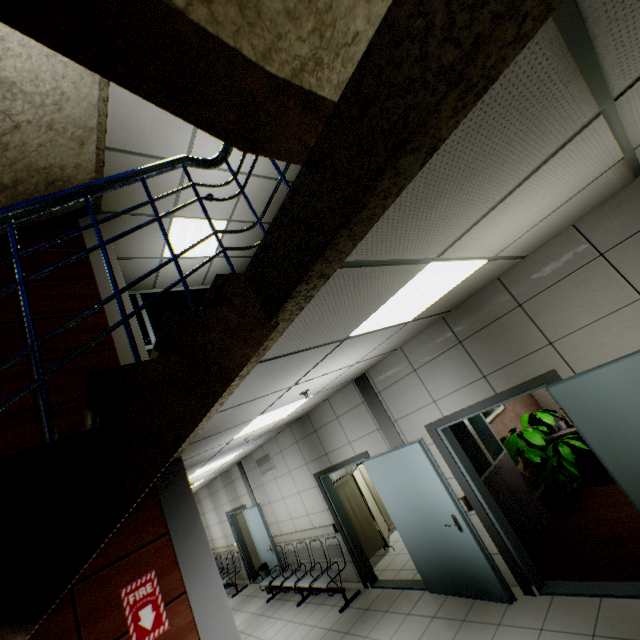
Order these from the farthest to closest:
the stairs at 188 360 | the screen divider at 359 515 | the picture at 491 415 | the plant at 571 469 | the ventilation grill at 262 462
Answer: the ventilation grill at 262 462 < the screen divider at 359 515 < the picture at 491 415 < the plant at 571 469 < the stairs at 188 360

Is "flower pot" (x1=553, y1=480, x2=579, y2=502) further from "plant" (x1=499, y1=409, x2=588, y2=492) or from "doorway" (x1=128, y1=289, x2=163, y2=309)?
"doorway" (x1=128, y1=289, x2=163, y2=309)

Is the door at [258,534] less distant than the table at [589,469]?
No

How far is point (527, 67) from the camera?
0.9 meters

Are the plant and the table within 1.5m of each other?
yes

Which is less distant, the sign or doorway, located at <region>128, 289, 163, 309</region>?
the sign

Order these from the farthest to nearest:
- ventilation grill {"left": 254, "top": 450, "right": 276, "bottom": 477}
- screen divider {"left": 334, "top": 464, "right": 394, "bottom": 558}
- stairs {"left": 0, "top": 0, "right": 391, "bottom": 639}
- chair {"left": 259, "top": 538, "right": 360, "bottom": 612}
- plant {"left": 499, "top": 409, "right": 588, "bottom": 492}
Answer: ventilation grill {"left": 254, "top": 450, "right": 276, "bottom": 477} < screen divider {"left": 334, "top": 464, "right": 394, "bottom": 558} < chair {"left": 259, "top": 538, "right": 360, "bottom": 612} < plant {"left": 499, "top": 409, "right": 588, "bottom": 492} < stairs {"left": 0, "top": 0, "right": 391, "bottom": 639}

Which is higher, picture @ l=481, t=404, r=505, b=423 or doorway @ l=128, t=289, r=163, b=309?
doorway @ l=128, t=289, r=163, b=309
